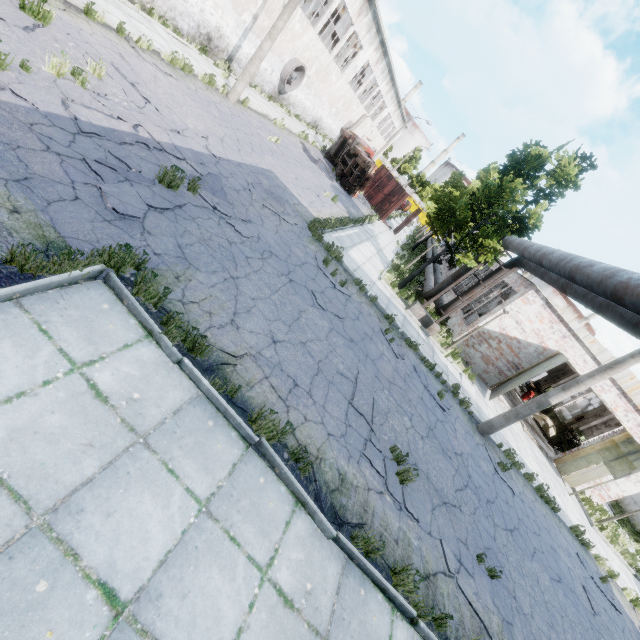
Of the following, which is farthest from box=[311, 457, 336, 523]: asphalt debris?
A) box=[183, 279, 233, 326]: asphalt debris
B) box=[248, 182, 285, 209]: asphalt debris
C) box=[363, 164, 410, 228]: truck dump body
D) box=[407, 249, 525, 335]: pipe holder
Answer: box=[363, 164, 410, 228]: truck dump body

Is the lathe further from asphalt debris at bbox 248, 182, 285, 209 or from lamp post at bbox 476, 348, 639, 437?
asphalt debris at bbox 248, 182, 285, 209

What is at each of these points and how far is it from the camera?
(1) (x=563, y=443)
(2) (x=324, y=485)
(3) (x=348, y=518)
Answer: (1) lathe, 21.1 meters
(2) asphalt debris, 4.8 meters
(3) asphalt debris, 4.7 meters

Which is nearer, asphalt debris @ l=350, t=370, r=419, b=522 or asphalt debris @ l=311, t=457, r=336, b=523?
asphalt debris @ l=311, t=457, r=336, b=523

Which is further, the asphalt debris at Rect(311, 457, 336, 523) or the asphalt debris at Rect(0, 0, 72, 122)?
the asphalt debris at Rect(0, 0, 72, 122)

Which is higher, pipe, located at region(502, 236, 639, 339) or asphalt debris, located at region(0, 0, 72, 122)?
pipe, located at region(502, 236, 639, 339)

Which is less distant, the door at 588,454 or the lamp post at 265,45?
the lamp post at 265,45

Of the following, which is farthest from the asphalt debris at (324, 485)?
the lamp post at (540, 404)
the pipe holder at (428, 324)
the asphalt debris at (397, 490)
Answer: the pipe holder at (428, 324)
